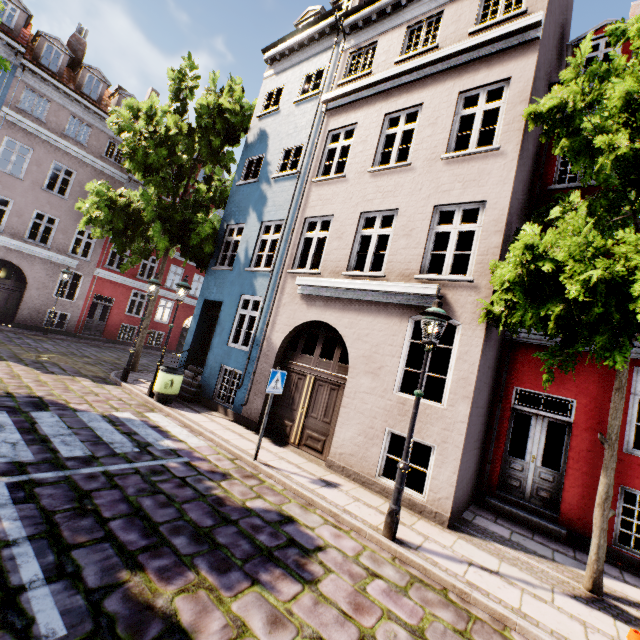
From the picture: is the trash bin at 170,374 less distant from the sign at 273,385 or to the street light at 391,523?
the sign at 273,385

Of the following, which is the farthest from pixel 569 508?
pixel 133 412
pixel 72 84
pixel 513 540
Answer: pixel 72 84

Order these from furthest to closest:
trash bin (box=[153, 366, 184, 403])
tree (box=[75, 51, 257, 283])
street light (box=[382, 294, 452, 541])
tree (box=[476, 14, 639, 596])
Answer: tree (box=[75, 51, 257, 283]), trash bin (box=[153, 366, 184, 403]), street light (box=[382, 294, 452, 541]), tree (box=[476, 14, 639, 596])

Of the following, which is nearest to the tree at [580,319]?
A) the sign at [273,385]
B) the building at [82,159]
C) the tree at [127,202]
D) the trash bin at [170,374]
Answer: the building at [82,159]

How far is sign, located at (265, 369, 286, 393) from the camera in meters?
6.7 m

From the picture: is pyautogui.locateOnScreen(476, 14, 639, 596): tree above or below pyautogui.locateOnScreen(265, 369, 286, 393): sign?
above

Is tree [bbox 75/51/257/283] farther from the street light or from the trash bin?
the street light

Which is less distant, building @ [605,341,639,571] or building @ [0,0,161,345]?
building @ [605,341,639,571]
